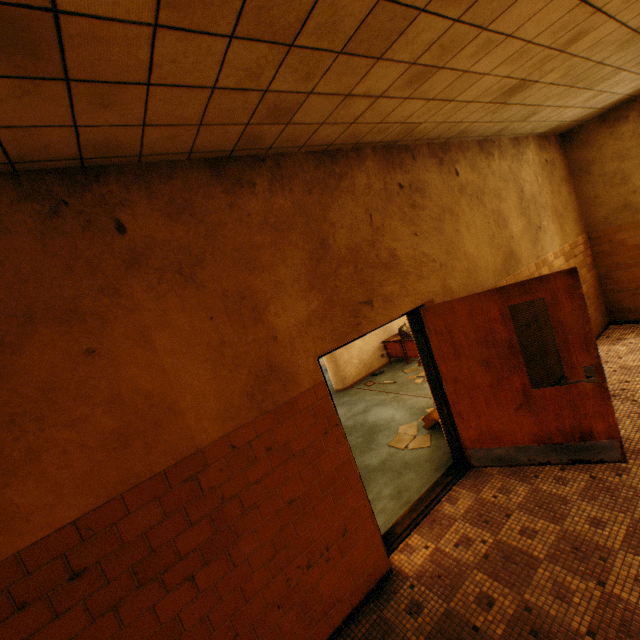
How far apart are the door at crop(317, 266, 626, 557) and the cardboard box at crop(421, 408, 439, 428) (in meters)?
0.45

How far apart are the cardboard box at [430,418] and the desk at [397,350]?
2.1m

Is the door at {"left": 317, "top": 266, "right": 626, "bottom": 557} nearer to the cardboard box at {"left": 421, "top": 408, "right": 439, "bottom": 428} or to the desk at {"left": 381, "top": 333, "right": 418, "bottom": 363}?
the cardboard box at {"left": 421, "top": 408, "right": 439, "bottom": 428}

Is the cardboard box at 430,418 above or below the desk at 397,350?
below

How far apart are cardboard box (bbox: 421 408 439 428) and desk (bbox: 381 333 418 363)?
2.1m

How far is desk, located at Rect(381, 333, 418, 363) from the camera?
8.3m

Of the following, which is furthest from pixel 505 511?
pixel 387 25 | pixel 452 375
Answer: pixel 387 25

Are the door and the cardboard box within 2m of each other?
yes
